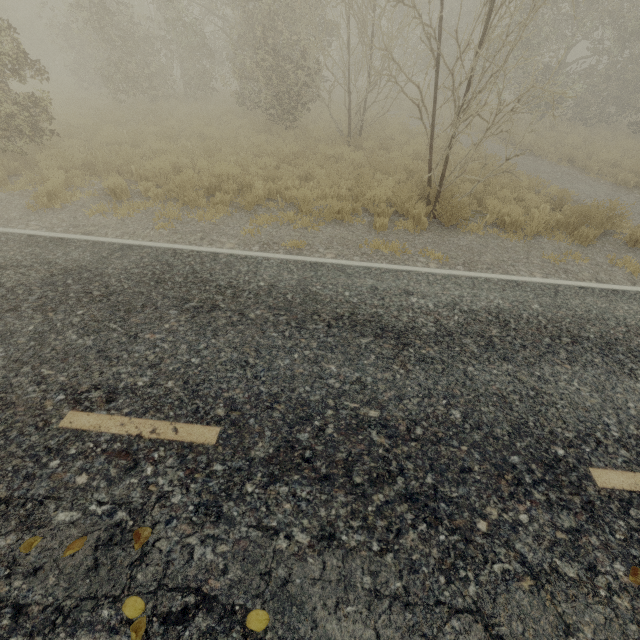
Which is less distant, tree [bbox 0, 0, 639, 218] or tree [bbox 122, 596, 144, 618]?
tree [bbox 122, 596, 144, 618]

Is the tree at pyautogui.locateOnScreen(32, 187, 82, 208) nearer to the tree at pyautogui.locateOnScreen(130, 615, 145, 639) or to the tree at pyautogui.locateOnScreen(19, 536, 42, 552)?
the tree at pyautogui.locateOnScreen(19, 536, 42, 552)

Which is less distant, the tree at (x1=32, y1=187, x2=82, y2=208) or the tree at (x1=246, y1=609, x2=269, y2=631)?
the tree at (x1=246, y1=609, x2=269, y2=631)

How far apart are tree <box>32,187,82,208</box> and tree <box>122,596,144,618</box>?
8.4 meters

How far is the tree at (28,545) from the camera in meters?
2.3

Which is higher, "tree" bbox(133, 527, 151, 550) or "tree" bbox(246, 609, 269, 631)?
"tree" bbox(133, 527, 151, 550)

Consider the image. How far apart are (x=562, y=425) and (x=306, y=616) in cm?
301

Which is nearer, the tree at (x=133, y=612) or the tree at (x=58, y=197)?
the tree at (x=133, y=612)
